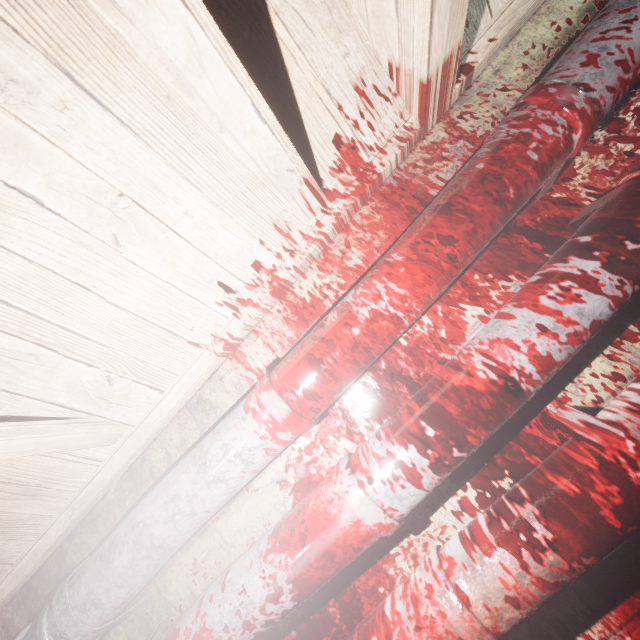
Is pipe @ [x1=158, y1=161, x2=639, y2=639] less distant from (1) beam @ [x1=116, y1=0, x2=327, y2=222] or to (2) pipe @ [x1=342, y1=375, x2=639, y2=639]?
(2) pipe @ [x1=342, y1=375, x2=639, y2=639]

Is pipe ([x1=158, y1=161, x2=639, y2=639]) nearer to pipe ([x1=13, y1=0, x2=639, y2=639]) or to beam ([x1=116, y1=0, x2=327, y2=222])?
pipe ([x1=13, y1=0, x2=639, y2=639])

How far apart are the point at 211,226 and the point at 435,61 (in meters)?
0.73

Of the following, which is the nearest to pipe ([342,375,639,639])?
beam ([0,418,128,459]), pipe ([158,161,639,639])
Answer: pipe ([158,161,639,639])

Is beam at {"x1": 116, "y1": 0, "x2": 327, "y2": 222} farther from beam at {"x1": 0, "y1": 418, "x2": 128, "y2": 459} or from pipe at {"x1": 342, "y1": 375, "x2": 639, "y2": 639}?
pipe at {"x1": 342, "y1": 375, "x2": 639, "y2": 639}

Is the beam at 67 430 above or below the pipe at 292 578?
above

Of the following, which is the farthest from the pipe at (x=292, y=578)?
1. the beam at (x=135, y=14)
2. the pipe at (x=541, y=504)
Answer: the beam at (x=135, y=14)

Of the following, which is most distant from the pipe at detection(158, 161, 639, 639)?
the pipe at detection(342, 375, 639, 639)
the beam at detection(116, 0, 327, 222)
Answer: the beam at detection(116, 0, 327, 222)
